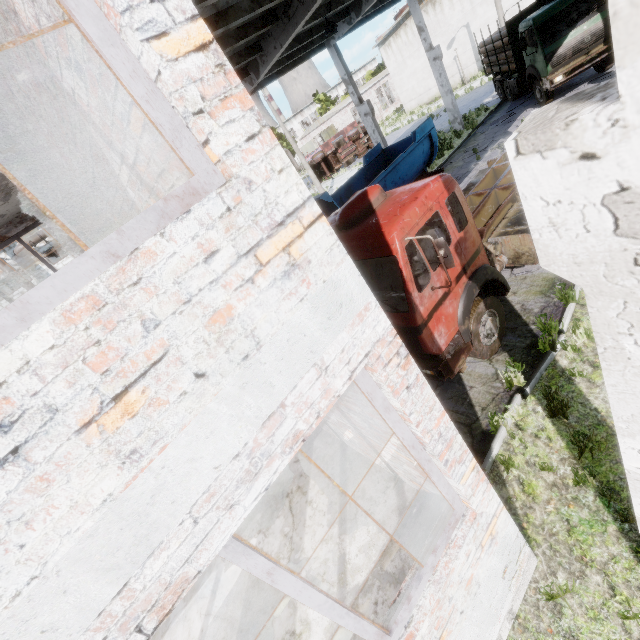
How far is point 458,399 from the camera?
6.3 meters

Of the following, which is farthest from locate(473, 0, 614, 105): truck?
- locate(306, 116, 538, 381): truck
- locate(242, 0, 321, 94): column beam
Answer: locate(242, 0, 321, 94): column beam

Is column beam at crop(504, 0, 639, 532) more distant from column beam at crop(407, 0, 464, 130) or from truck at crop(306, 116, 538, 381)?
column beam at crop(407, 0, 464, 130)

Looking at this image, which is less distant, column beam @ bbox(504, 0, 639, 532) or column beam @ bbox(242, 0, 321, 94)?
column beam @ bbox(504, 0, 639, 532)

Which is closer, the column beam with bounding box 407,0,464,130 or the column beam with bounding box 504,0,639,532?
the column beam with bounding box 504,0,639,532

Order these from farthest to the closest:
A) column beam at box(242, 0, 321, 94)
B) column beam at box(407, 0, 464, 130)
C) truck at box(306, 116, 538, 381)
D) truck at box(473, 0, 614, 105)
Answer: column beam at box(407, 0, 464, 130), truck at box(473, 0, 614, 105), column beam at box(242, 0, 321, 94), truck at box(306, 116, 538, 381)

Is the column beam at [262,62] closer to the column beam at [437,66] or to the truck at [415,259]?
the truck at [415,259]

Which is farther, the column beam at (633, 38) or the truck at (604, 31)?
the truck at (604, 31)
